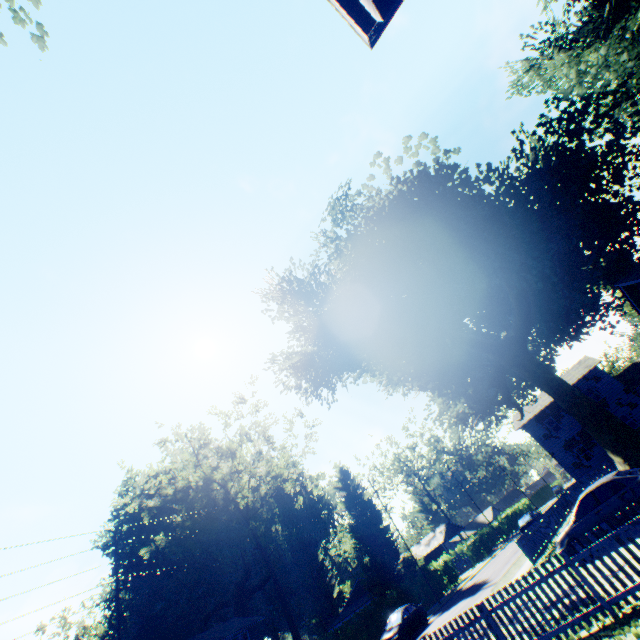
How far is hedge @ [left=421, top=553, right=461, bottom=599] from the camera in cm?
3422

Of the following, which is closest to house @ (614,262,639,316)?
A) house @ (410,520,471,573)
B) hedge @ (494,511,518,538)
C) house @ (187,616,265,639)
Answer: house @ (187,616,265,639)

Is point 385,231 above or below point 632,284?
above

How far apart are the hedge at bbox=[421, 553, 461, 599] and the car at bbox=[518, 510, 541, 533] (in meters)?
11.09

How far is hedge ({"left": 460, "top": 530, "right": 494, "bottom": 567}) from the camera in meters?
43.8

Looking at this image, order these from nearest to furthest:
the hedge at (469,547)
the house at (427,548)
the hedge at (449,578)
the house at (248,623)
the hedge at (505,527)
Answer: the hedge at (449,578) → the house at (248,623) → the hedge at (469,547) → the house at (427,548) → the hedge at (505,527)

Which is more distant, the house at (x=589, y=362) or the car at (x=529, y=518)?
the house at (x=589, y=362)

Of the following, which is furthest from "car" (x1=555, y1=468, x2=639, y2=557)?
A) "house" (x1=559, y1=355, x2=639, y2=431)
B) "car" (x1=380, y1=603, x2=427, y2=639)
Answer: "house" (x1=559, y1=355, x2=639, y2=431)
